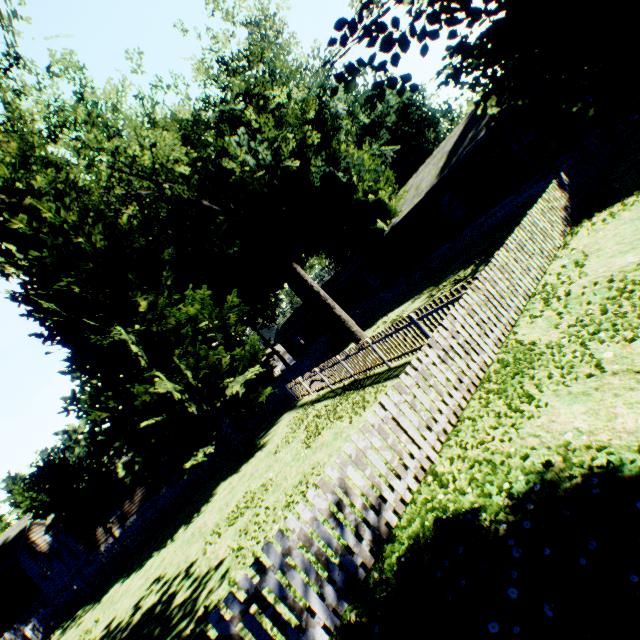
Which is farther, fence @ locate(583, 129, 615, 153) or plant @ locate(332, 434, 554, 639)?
fence @ locate(583, 129, 615, 153)

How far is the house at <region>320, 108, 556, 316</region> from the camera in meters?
17.1 m

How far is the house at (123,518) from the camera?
25.66m

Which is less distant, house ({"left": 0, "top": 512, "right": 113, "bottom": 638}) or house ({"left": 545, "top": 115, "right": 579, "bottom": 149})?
house ({"left": 545, "top": 115, "right": 579, "bottom": 149})

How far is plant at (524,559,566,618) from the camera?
2.4 meters

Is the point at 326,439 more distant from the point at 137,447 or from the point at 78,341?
the point at 78,341

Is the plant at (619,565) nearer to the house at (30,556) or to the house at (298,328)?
the house at (298,328)

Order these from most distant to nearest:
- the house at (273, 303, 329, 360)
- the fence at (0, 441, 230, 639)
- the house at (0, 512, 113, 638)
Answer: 1. the house at (273, 303, 329, 360)
2. the house at (0, 512, 113, 638)
3. the fence at (0, 441, 230, 639)
